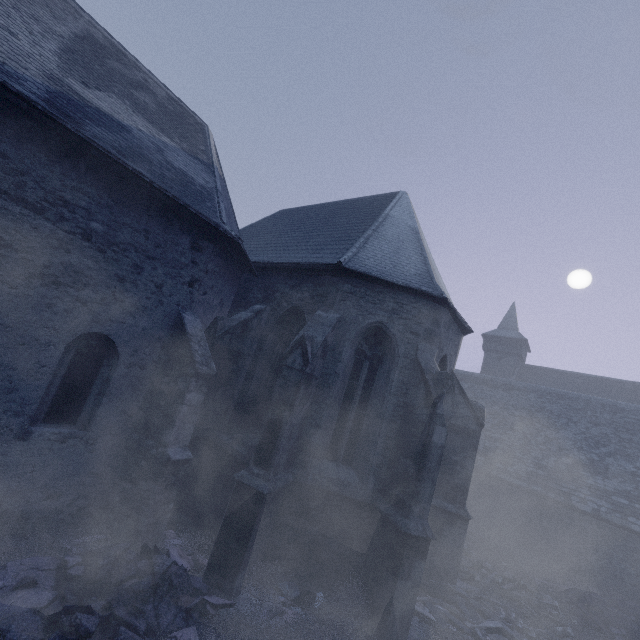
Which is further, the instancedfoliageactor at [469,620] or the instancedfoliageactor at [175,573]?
the instancedfoliageactor at [469,620]

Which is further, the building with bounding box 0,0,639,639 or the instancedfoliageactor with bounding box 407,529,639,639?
the instancedfoliageactor with bounding box 407,529,639,639

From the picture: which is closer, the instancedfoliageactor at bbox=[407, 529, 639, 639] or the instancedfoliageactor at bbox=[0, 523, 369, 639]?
the instancedfoliageactor at bbox=[0, 523, 369, 639]

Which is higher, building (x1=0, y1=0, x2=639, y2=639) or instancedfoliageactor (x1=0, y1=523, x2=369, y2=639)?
building (x1=0, y1=0, x2=639, y2=639)

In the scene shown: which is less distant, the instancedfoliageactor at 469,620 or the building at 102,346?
the building at 102,346

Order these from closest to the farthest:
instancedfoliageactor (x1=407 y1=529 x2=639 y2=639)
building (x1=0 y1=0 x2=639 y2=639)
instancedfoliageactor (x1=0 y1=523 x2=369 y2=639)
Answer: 1. instancedfoliageactor (x1=0 y1=523 x2=369 y2=639)
2. building (x1=0 y1=0 x2=639 y2=639)
3. instancedfoliageactor (x1=407 y1=529 x2=639 y2=639)

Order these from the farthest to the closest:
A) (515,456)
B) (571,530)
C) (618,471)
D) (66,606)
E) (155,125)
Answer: (515,456) < (618,471) < (571,530) < (155,125) < (66,606)
